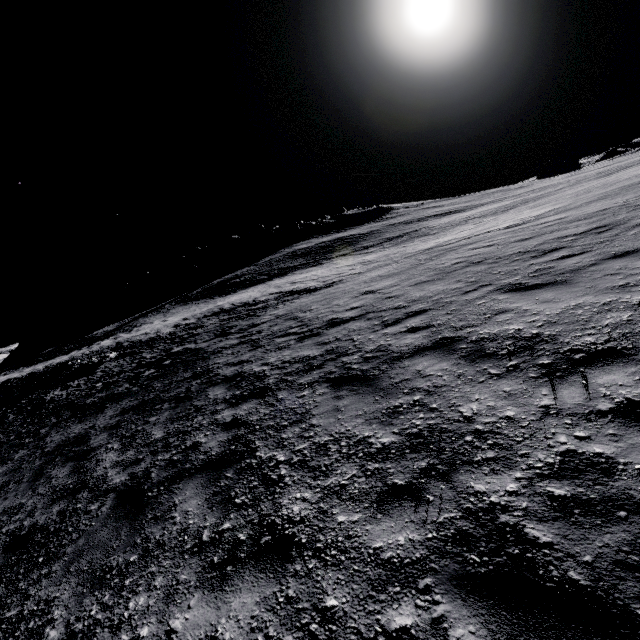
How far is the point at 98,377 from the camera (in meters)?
18.66
